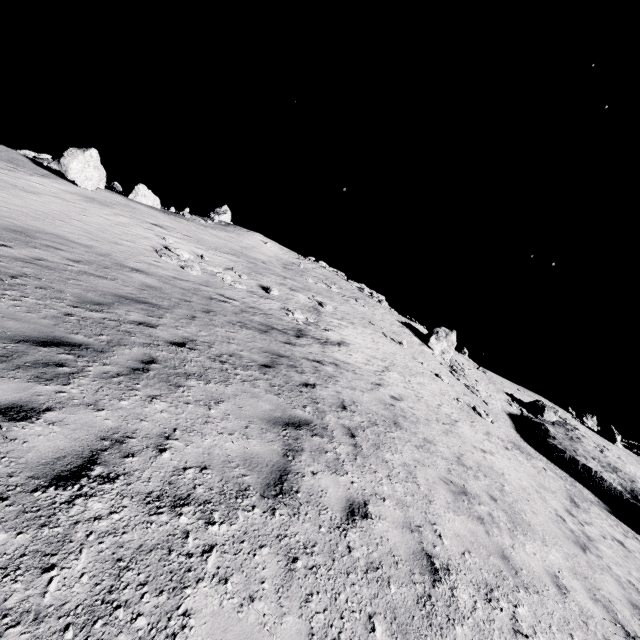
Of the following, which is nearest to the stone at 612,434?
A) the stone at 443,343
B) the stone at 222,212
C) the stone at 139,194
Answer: the stone at 443,343

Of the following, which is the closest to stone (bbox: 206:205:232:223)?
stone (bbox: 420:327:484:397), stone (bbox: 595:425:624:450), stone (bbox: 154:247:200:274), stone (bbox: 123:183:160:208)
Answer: stone (bbox: 123:183:160:208)

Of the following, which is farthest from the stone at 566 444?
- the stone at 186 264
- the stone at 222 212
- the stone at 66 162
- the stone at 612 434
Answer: the stone at 222 212

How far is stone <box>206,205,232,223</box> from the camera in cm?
4409

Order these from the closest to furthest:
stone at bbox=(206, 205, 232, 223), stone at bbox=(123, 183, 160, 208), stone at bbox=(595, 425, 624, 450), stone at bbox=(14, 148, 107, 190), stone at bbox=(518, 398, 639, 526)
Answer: stone at bbox=(14, 148, 107, 190) < stone at bbox=(518, 398, 639, 526) < stone at bbox=(123, 183, 160, 208) < stone at bbox=(206, 205, 232, 223) < stone at bbox=(595, 425, 624, 450)

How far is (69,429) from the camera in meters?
3.4 m

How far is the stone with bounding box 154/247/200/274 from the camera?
15.9 meters

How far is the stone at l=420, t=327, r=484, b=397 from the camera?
29.7 meters
